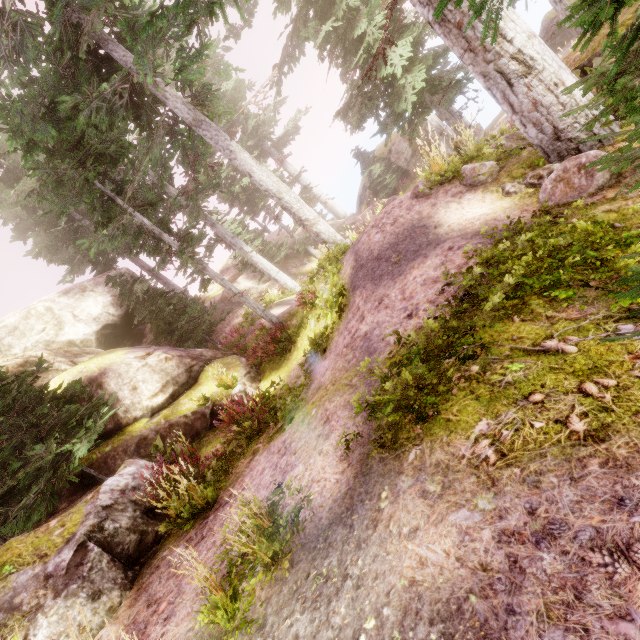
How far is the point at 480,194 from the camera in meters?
6.4 m

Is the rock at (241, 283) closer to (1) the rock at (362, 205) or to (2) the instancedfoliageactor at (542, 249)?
(2) the instancedfoliageactor at (542, 249)

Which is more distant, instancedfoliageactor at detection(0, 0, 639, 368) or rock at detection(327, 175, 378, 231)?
rock at detection(327, 175, 378, 231)

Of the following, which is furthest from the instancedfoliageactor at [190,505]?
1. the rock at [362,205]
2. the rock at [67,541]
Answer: the rock at [362,205]

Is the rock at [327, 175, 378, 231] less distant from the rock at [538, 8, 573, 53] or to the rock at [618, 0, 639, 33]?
the rock at [618, 0, 639, 33]

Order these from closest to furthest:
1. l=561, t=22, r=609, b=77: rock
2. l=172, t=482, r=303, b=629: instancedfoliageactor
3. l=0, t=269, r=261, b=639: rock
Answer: l=172, t=482, r=303, b=629: instancedfoliageactor
l=0, t=269, r=261, b=639: rock
l=561, t=22, r=609, b=77: rock

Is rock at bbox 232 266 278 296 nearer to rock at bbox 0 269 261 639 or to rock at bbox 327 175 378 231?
rock at bbox 327 175 378 231

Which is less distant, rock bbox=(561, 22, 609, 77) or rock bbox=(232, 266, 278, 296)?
rock bbox=(561, 22, 609, 77)
